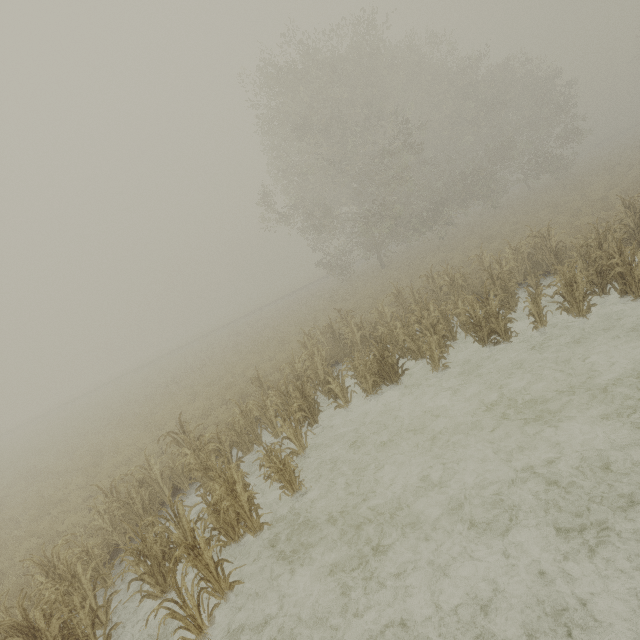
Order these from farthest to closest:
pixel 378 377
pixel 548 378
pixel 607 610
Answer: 1. pixel 378 377
2. pixel 548 378
3. pixel 607 610
